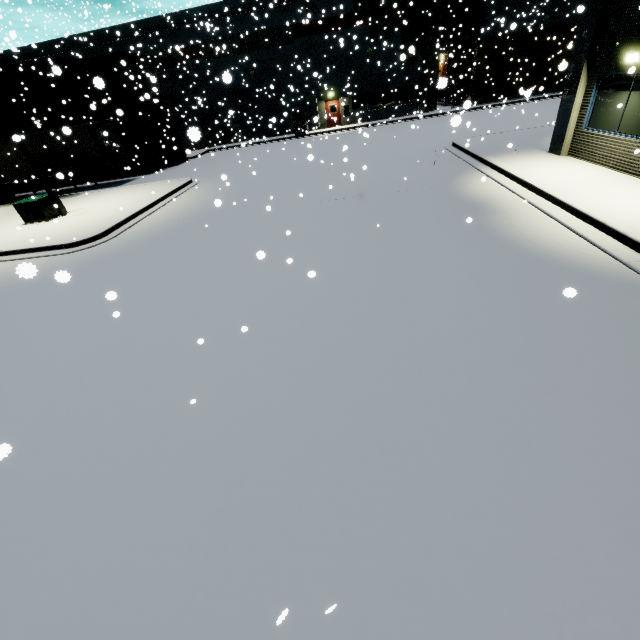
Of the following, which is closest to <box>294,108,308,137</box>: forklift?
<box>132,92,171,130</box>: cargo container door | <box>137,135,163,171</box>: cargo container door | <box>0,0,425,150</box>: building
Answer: <box>0,0,425,150</box>: building

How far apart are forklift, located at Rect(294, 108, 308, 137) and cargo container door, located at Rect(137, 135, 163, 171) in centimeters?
1242cm

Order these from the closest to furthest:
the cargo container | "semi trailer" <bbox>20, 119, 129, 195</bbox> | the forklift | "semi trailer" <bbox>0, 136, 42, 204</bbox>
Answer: "semi trailer" <bbox>0, 136, 42, 204</bbox>
"semi trailer" <bbox>20, 119, 129, 195</bbox>
the cargo container
the forklift

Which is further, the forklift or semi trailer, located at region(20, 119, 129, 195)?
the forklift

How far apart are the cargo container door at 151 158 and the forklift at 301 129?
12.4m

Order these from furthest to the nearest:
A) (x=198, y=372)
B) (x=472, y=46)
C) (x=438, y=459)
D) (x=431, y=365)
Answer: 1. (x=472, y=46)
2. (x=198, y=372)
3. (x=431, y=365)
4. (x=438, y=459)

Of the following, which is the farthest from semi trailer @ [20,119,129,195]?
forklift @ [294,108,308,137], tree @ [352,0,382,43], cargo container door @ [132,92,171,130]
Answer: forklift @ [294,108,308,137]

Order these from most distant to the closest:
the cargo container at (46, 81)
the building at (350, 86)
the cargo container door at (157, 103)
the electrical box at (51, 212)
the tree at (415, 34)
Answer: the building at (350, 86) < the tree at (415, 34) < the cargo container door at (157, 103) < the cargo container at (46, 81) < the electrical box at (51, 212)
